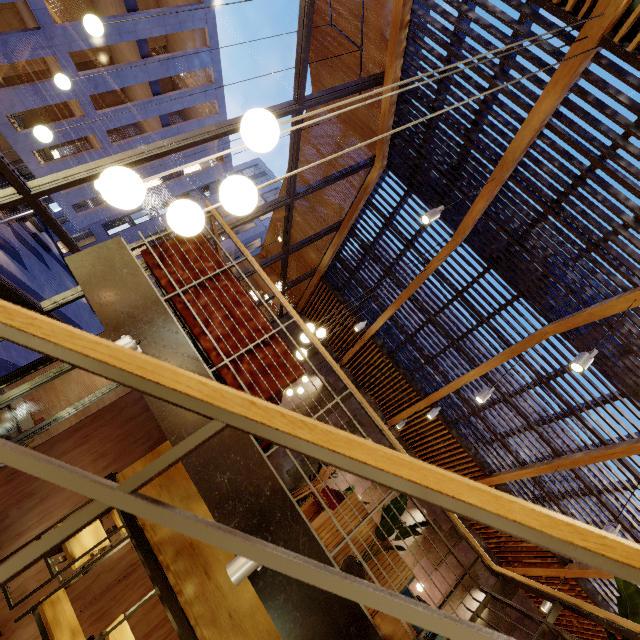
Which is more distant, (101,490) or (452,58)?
(452,58)

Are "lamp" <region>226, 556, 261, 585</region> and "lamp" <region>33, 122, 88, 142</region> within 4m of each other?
no

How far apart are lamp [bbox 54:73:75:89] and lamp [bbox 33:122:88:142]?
1.0m

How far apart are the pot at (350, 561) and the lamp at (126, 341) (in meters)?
3.49

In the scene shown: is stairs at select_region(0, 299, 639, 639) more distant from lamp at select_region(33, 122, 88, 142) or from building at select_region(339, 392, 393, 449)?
lamp at select_region(33, 122, 88, 142)

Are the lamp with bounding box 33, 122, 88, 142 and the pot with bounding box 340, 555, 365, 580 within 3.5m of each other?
no

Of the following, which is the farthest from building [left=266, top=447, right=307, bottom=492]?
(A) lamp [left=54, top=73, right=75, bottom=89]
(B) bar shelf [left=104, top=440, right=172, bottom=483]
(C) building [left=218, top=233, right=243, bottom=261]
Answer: (C) building [left=218, top=233, right=243, bottom=261]

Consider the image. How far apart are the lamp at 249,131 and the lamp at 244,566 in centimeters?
235cm
